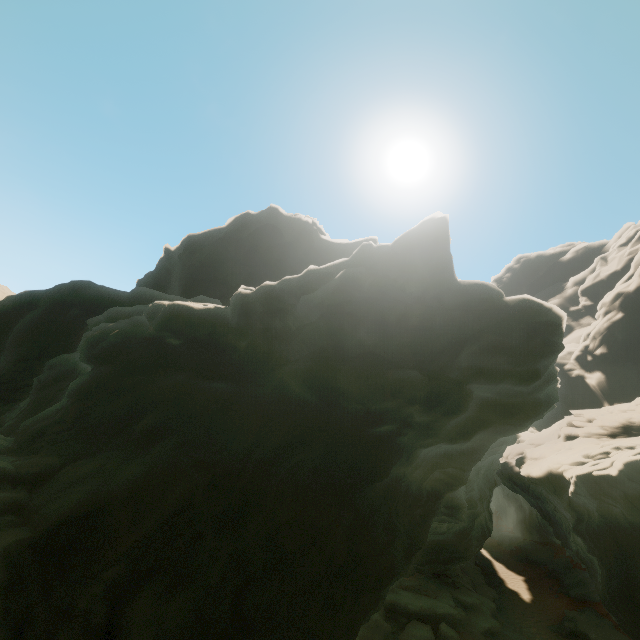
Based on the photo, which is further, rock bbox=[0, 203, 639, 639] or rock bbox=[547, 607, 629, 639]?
rock bbox=[547, 607, 629, 639]

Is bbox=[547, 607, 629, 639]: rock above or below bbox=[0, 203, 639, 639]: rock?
below

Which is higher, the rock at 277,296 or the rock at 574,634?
the rock at 277,296

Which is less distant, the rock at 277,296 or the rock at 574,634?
the rock at 277,296

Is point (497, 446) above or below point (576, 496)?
above
